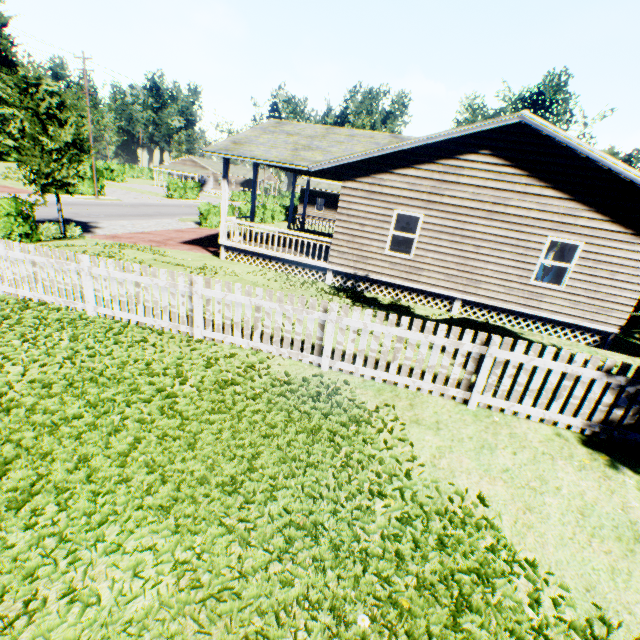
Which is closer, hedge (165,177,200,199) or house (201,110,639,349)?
house (201,110,639,349)

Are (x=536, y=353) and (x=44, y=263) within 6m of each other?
no

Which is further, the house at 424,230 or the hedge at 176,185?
the hedge at 176,185

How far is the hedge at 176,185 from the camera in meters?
43.8

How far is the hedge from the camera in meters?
43.8
